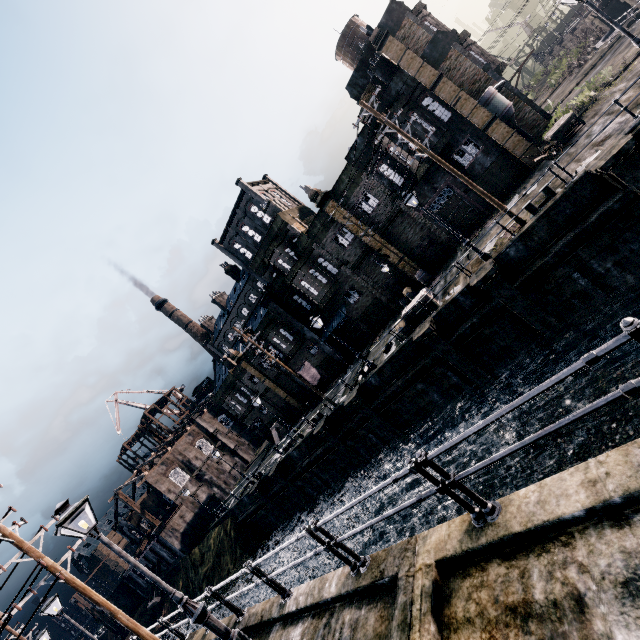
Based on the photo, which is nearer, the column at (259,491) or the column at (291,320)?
the column at (259,491)

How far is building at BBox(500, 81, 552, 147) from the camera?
24.7m

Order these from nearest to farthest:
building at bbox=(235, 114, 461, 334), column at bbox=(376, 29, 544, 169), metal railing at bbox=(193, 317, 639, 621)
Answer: metal railing at bbox=(193, 317, 639, 621) < column at bbox=(376, 29, 544, 169) < building at bbox=(235, 114, 461, 334)

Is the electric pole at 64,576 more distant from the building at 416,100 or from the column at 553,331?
the building at 416,100

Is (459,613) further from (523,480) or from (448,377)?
(448,377)

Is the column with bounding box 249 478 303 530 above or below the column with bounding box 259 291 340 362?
below

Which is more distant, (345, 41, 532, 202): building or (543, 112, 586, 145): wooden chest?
(345, 41, 532, 202): building

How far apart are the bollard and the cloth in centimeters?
2489cm
